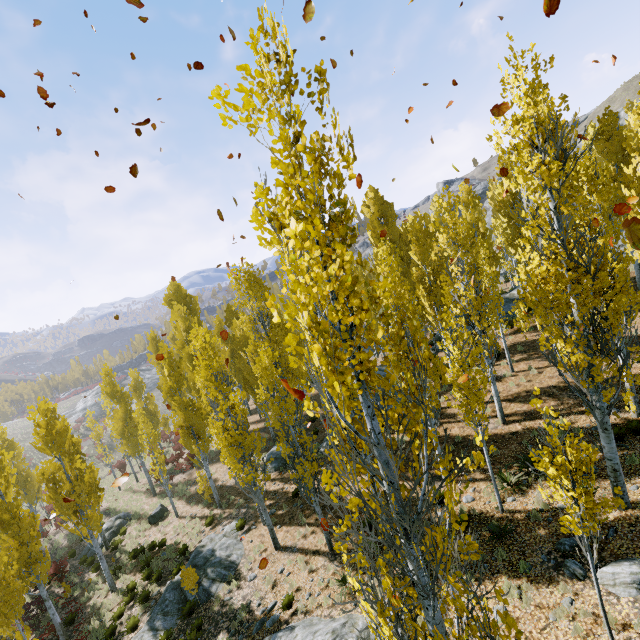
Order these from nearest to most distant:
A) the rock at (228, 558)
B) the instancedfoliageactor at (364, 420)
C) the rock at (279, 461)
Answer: the instancedfoliageactor at (364, 420) < the rock at (228, 558) < the rock at (279, 461)

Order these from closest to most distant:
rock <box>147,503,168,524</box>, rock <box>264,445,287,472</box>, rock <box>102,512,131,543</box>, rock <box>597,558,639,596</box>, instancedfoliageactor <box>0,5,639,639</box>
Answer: instancedfoliageactor <box>0,5,639,639</box>, rock <box>597,558,639,596</box>, rock <box>264,445,287,472</box>, rock <box>147,503,168,524</box>, rock <box>102,512,131,543</box>

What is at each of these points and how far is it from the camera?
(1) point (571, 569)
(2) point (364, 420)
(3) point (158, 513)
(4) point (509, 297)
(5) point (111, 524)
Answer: (1) rock, 7.5 meters
(2) instancedfoliageactor, 3.9 meters
(3) rock, 22.5 meters
(4) rock, 26.0 meters
(5) rock, 23.8 meters

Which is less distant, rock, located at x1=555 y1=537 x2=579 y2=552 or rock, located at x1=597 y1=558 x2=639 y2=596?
rock, located at x1=597 y1=558 x2=639 y2=596

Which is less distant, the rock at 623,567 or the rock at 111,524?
the rock at 623,567

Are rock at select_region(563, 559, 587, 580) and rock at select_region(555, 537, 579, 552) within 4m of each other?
yes

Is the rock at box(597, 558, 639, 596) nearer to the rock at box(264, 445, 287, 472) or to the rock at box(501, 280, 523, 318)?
the rock at box(264, 445, 287, 472)

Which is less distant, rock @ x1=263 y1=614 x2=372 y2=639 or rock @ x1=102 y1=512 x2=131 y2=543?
rock @ x1=263 y1=614 x2=372 y2=639
